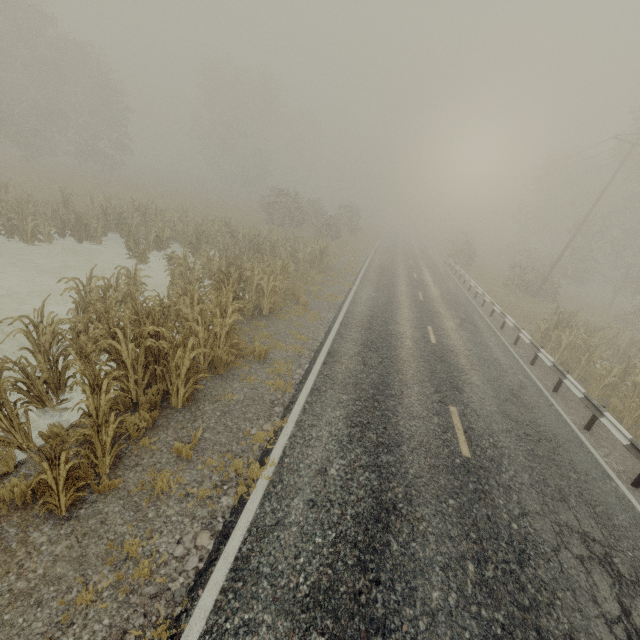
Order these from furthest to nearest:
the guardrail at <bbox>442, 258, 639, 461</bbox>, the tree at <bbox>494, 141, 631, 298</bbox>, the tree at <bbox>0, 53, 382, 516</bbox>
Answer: the tree at <bbox>494, 141, 631, 298</bbox> → the guardrail at <bbox>442, 258, 639, 461</bbox> → the tree at <bbox>0, 53, 382, 516</bbox>

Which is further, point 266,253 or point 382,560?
point 266,253

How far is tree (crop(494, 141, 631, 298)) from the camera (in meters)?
27.56

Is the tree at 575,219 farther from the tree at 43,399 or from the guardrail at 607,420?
the tree at 43,399

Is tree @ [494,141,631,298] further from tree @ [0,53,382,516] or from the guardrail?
tree @ [0,53,382,516]
